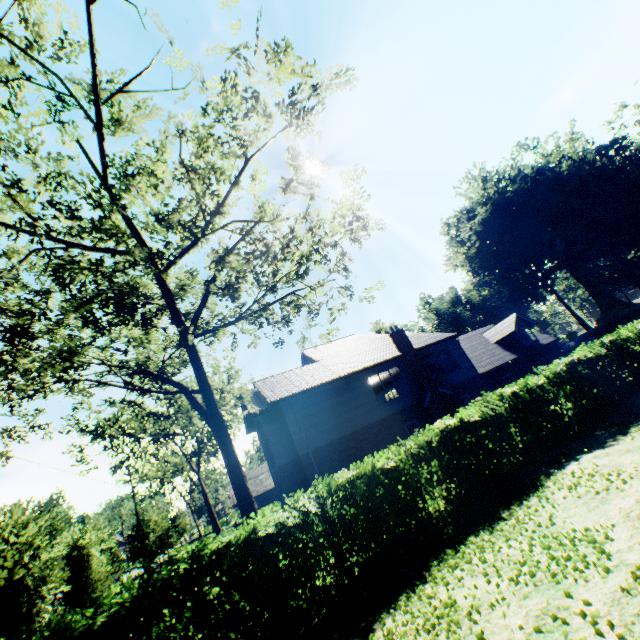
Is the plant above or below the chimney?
above

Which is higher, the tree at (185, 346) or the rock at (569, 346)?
the tree at (185, 346)

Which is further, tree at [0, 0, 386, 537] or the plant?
the plant

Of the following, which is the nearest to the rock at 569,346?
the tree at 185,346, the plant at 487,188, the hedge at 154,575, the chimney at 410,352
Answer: the plant at 487,188

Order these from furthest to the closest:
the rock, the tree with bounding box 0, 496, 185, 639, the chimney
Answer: the rock → the chimney → the tree with bounding box 0, 496, 185, 639

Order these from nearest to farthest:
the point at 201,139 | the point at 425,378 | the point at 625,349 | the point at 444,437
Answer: the point at 201,139 → the point at 444,437 → the point at 625,349 → the point at 425,378

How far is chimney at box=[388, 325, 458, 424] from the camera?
21.4m

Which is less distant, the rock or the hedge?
the hedge
